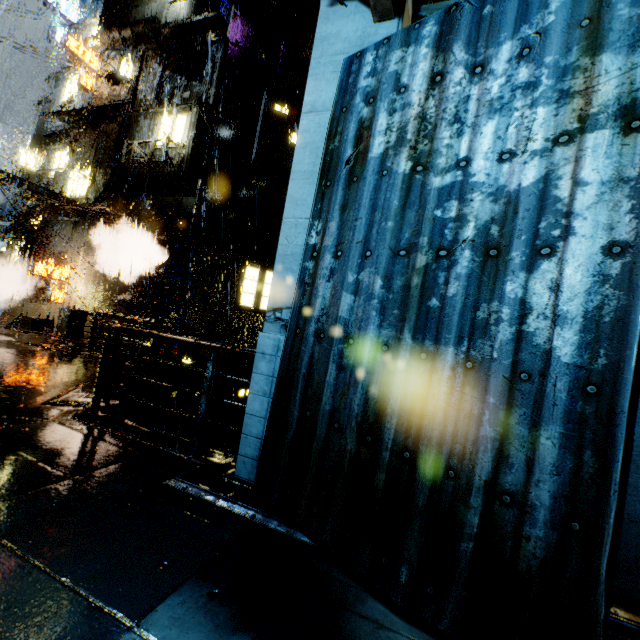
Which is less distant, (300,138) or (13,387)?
(300,138)

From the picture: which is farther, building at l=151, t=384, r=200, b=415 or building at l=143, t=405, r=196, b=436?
building at l=143, t=405, r=196, b=436

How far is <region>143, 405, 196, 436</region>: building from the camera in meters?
16.2

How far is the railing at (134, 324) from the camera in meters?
4.6

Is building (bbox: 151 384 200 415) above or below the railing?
below

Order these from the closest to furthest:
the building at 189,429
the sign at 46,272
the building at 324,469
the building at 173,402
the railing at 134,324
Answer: the building at 324,469 → the railing at 134,324 → the building at 173,402 → the building at 189,429 → the sign at 46,272

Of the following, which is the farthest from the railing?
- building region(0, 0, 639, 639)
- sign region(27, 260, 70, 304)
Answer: sign region(27, 260, 70, 304)

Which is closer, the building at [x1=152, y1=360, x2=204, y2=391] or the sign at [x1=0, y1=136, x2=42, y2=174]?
the building at [x1=152, y1=360, x2=204, y2=391]
